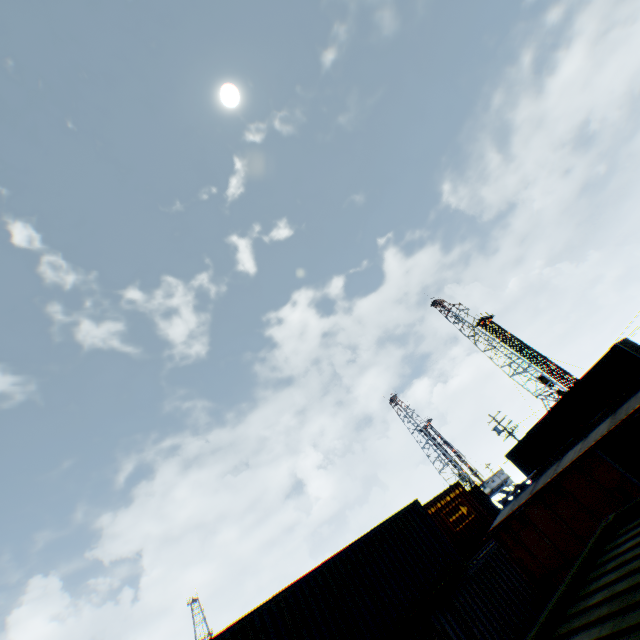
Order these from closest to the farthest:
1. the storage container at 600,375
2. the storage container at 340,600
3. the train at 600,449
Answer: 1. the storage container at 340,600
2. the train at 600,449
3. the storage container at 600,375

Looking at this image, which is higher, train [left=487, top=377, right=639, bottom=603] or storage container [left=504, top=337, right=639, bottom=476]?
storage container [left=504, top=337, right=639, bottom=476]

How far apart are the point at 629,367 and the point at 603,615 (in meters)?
23.90

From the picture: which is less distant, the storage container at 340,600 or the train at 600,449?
the storage container at 340,600

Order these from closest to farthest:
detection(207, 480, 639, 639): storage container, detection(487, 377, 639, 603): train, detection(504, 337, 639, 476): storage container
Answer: detection(207, 480, 639, 639): storage container
detection(487, 377, 639, 603): train
detection(504, 337, 639, 476): storage container

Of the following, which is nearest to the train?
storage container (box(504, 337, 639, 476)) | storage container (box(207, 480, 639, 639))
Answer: storage container (box(207, 480, 639, 639))

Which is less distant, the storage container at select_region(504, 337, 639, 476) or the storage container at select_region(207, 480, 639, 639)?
the storage container at select_region(207, 480, 639, 639)
